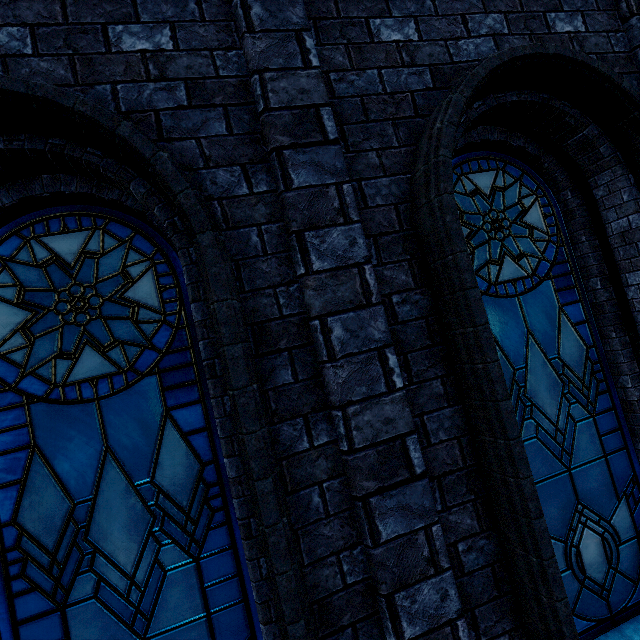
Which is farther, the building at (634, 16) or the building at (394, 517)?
the building at (634, 16)

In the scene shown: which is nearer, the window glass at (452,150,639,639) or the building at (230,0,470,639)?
the building at (230,0,470,639)

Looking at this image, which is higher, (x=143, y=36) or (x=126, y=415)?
(x=143, y=36)

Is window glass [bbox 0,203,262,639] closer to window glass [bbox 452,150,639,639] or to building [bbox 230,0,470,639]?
building [bbox 230,0,470,639]

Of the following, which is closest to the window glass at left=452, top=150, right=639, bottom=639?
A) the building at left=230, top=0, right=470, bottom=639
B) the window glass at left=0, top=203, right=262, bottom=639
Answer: the building at left=230, top=0, right=470, bottom=639

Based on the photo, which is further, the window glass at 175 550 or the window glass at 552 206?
the window glass at 552 206

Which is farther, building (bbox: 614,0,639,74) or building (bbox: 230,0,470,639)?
building (bbox: 614,0,639,74)
